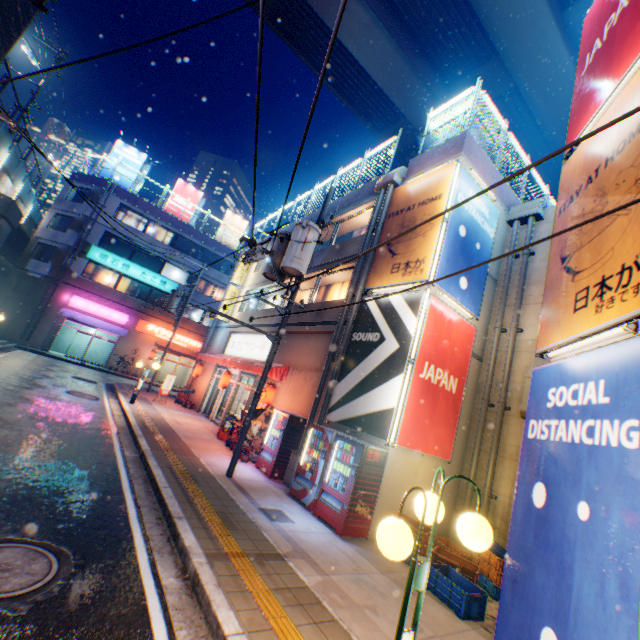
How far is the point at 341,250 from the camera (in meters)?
14.15

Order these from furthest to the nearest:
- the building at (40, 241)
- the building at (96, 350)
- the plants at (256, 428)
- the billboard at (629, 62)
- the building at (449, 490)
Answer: the building at (96, 350) < the building at (40, 241) < the plants at (256, 428) < the building at (449, 490) < the billboard at (629, 62)

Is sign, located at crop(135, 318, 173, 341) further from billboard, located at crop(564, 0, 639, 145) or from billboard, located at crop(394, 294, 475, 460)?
billboard, located at crop(564, 0, 639, 145)

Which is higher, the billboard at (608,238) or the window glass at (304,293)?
the window glass at (304,293)

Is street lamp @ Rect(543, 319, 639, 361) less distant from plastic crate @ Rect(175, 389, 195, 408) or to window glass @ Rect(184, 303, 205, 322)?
plastic crate @ Rect(175, 389, 195, 408)

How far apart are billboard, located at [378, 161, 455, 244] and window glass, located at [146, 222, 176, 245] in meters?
26.9

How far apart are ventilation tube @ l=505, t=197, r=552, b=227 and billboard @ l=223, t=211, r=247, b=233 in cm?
3097

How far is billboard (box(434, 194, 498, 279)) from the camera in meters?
9.9
